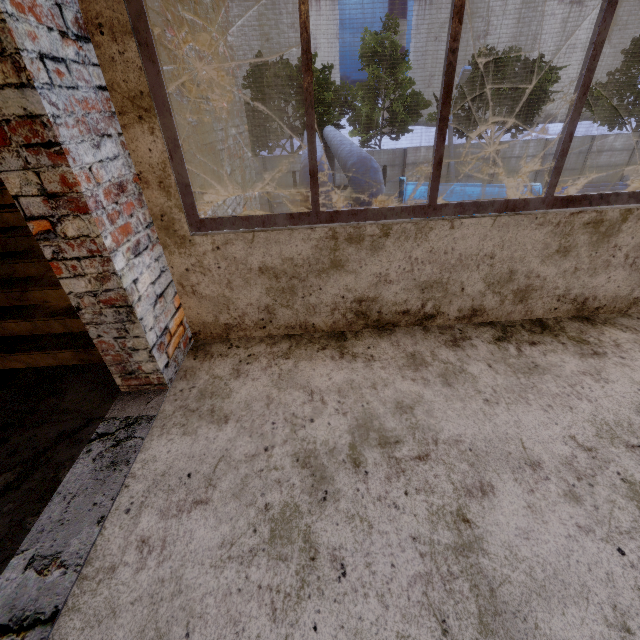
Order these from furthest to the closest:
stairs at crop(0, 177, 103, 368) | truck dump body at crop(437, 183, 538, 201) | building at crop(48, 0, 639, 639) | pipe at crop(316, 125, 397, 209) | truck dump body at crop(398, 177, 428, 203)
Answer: truck dump body at crop(398, 177, 428, 203), truck dump body at crop(437, 183, 538, 201), pipe at crop(316, 125, 397, 209), stairs at crop(0, 177, 103, 368), building at crop(48, 0, 639, 639)

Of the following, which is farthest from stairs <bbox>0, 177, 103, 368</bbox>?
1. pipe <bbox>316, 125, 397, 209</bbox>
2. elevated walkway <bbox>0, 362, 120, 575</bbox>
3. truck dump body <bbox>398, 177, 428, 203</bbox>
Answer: truck dump body <bbox>398, 177, 428, 203</bbox>

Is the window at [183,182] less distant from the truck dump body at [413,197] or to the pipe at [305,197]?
the pipe at [305,197]

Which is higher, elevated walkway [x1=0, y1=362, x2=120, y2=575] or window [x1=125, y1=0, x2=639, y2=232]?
window [x1=125, y1=0, x2=639, y2=232]

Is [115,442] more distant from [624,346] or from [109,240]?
[624,346]

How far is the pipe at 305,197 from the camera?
5.2m

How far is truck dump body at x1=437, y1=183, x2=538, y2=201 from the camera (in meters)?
13.63

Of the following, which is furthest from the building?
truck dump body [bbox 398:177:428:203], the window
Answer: truck dump body [bbox 398:177:428:203]
